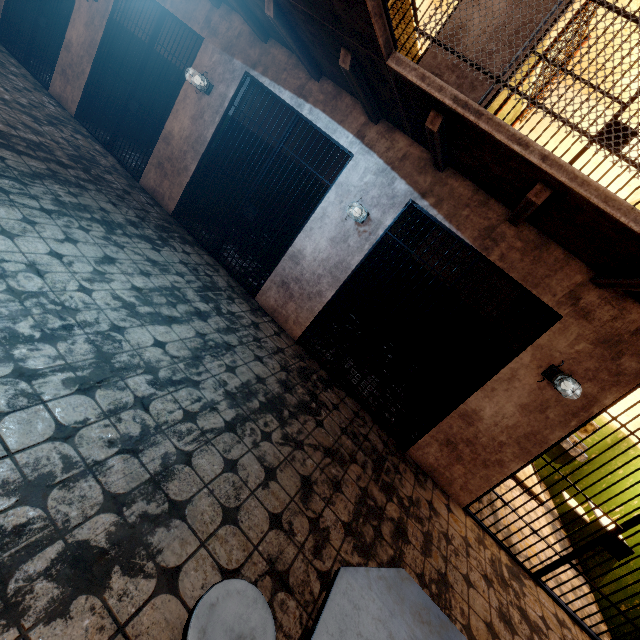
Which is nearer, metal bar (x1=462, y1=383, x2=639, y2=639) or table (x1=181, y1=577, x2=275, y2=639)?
table (x1=181, y1=577, x2=275, y2=639)

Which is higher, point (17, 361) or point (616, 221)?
point (616, 221)

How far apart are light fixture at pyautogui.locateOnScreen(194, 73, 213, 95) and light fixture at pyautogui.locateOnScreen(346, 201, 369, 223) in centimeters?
282cm

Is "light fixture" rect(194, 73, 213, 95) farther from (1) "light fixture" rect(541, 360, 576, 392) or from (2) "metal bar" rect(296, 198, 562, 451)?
(1) "light fixture" rect(541, 360, 576, 392)

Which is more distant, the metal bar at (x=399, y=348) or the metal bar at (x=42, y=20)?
the metal bar at (x=42, y=20)

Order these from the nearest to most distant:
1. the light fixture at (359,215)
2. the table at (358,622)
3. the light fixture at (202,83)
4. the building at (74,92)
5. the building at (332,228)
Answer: the table at (358,622) < the building at (332,228) < the light fixture at (359,215) < the light fixture at (202,83) < the building at (74,92)

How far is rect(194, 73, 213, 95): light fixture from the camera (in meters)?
4.61

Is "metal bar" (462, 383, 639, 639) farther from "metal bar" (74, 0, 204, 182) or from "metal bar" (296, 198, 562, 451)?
"metal bar" (74, 0, 204, 182)
